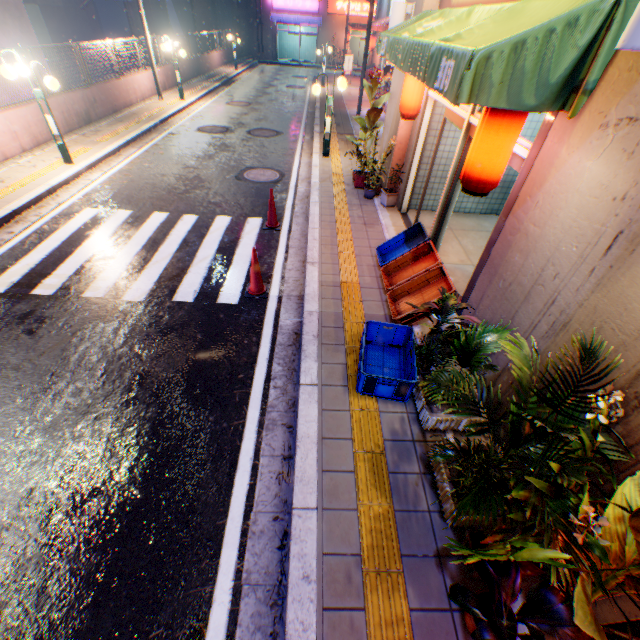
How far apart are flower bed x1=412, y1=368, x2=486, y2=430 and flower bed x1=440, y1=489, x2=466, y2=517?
0.2 meters

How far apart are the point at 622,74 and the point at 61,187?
10.45m

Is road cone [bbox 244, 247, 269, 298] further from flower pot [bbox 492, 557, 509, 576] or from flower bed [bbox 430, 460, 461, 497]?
flower pot [bbox 492, 557, 509, 576]

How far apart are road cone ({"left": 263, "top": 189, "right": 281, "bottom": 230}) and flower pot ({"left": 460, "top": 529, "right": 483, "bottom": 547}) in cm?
632

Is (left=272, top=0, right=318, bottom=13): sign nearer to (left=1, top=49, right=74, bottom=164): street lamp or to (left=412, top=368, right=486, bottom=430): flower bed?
(left=1, top=49, right=74, bottom=164): street lamp

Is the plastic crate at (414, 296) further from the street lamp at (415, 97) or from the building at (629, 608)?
the street lamp at (415, 97)

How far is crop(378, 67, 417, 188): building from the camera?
7.1m

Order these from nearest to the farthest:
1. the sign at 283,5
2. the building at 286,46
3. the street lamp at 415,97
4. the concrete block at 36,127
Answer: the street lamp at 415,97 → the concrete block at 36,127 → the sign at 283,5 → the building at 286,46
